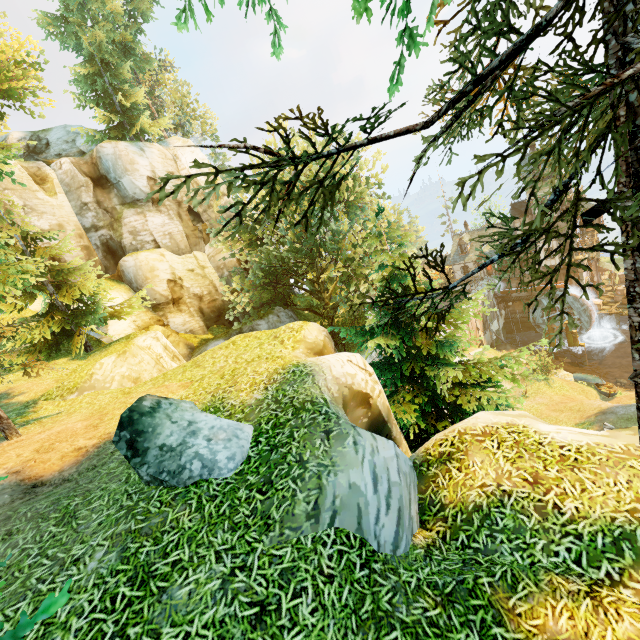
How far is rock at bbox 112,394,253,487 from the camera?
4.95m

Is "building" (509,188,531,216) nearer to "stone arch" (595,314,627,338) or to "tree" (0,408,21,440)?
"stone arch" (595,314,627,338)

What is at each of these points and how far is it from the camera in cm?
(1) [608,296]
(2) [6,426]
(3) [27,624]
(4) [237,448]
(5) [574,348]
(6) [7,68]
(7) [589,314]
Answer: (1) wooden platform, 4012
(2) tree, 832
(3) tree, 227
(4) rock, 538
(5) piling, 3784
(6) tree, 2264
(7) water wheel, 3678

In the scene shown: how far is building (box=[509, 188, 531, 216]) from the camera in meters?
37.0 m

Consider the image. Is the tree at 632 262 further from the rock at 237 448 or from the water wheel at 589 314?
the water wheel at 589 314

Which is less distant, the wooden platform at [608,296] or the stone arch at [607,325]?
the wooden platform at [608,296]

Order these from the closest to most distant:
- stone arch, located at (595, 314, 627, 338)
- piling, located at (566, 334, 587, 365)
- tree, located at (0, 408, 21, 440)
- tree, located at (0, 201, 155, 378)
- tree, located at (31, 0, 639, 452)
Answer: tree, located at (31, 0, 639, 452) < tree, located at (0, 408, 21, 440) < tree, located at (0, 201, 155, 378) < piling, located at (566, 334, 587, 365) < stone arch, located at (595, 314, 627, 338)

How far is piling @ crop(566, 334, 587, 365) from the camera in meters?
37.2
